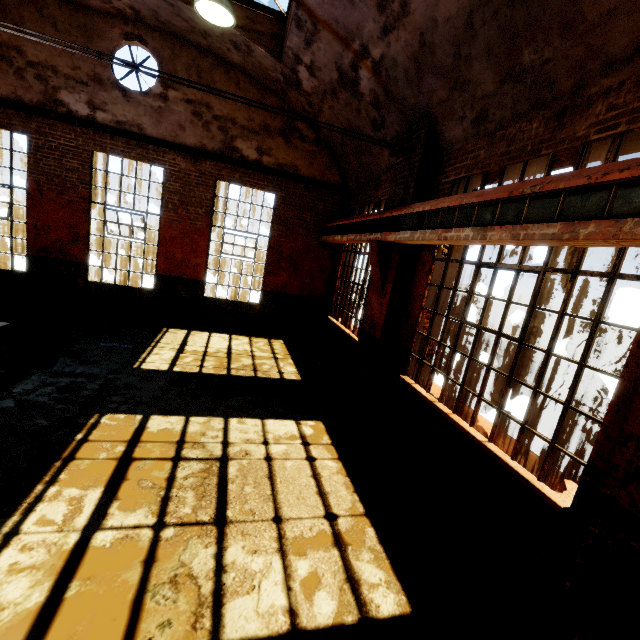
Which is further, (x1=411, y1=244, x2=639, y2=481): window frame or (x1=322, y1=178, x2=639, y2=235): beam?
(x1=411, y1=244, x2=639, y2=481): window frame

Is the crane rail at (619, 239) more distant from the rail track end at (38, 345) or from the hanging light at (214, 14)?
the rail track end at (38, 345)

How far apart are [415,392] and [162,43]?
10.6 meters

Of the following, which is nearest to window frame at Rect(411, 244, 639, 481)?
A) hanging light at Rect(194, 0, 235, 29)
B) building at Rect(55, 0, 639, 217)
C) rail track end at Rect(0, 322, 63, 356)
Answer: building at Rect(55, 0, 639, 217)

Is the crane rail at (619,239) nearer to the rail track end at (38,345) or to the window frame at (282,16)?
the window frame at (282,16)

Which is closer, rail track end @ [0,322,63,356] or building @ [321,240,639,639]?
building @ [321,240,639,639]

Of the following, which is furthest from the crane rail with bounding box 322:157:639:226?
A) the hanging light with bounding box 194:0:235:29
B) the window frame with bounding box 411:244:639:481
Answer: the hanging light with bounding box 194:0:235:29

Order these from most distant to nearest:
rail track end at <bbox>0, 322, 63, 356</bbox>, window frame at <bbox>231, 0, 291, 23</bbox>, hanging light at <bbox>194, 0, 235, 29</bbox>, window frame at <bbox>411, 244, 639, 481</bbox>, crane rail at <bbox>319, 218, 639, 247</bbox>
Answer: window frame at <bbox>231, 0, 291, 23</bbox>, rail track end at <bbox>0, 322, 63, 356</bbox>, hanging light at <bbox>194, 0, 235, 29</bbox>, window frame at <bbox>411, 244, 639, 481</bbox>, crane rail at <bbox>319, 218, 639, 247</bbox>
